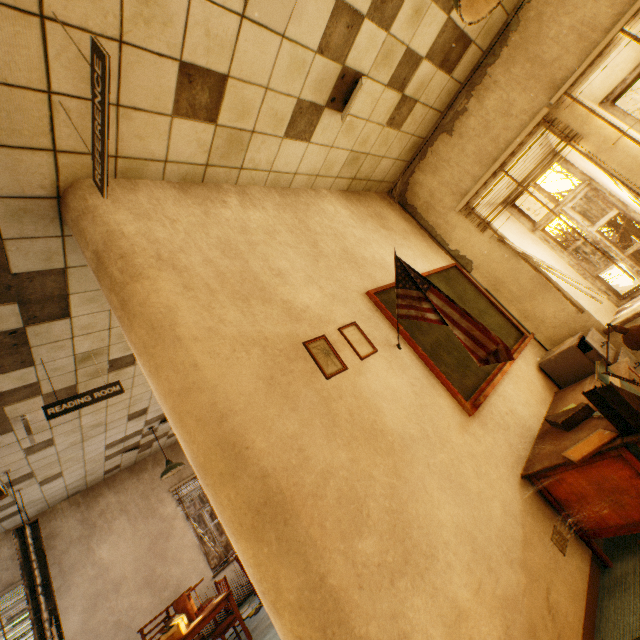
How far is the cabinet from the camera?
3.16m

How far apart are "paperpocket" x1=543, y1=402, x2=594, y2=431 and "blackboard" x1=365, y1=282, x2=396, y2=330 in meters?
0.5

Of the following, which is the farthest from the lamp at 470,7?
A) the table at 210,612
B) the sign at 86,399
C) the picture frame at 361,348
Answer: the table at 210,612

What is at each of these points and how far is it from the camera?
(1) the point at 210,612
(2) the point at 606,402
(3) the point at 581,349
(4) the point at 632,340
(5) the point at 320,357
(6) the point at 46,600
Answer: (1) table, 4.9 meters
(2) paperpocket, 1.9 meters
(3) cabinet, 3.5 meters
(4) desk lamp, 1.9 meters
(5) picture frame, 2.1 meters
(6) lamp, 4.1 meters

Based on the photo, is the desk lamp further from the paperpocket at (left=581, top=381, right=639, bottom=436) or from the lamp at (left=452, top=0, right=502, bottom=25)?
the lamp at (left=452, top=0, right=502, bottom=25)

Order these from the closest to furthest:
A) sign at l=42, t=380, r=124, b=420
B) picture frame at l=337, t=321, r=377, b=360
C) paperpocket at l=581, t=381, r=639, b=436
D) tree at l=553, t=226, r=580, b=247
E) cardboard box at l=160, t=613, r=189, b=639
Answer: paperpocket at l=581, t=381, r=639, b=436, picture frame at l=337, t=321, r=377, b=360, sign at l=42, t=380, r=124, b=420, cardboard box at l=160, t=613, r=189, b=639, tree at l=553, t=226, r=580, b=247

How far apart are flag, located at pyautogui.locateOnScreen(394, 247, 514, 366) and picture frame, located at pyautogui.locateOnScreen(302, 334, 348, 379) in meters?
0.6

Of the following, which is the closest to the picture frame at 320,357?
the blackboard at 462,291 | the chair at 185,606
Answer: the blackboard at 462,291
